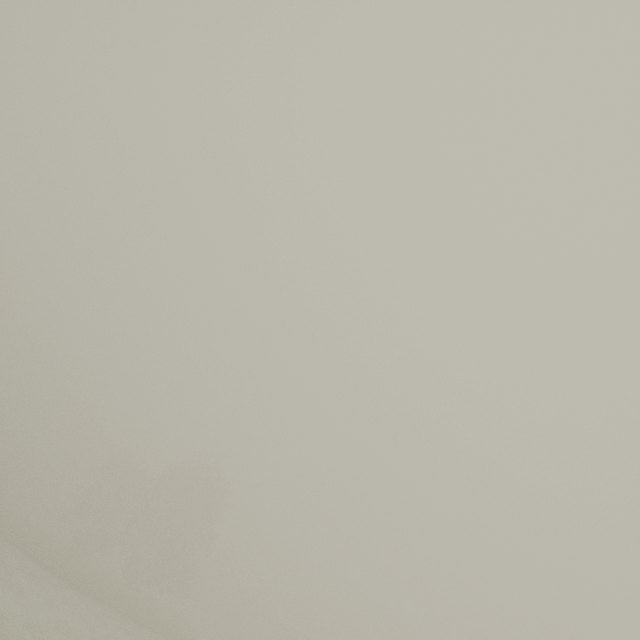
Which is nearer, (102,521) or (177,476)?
(177,476)
